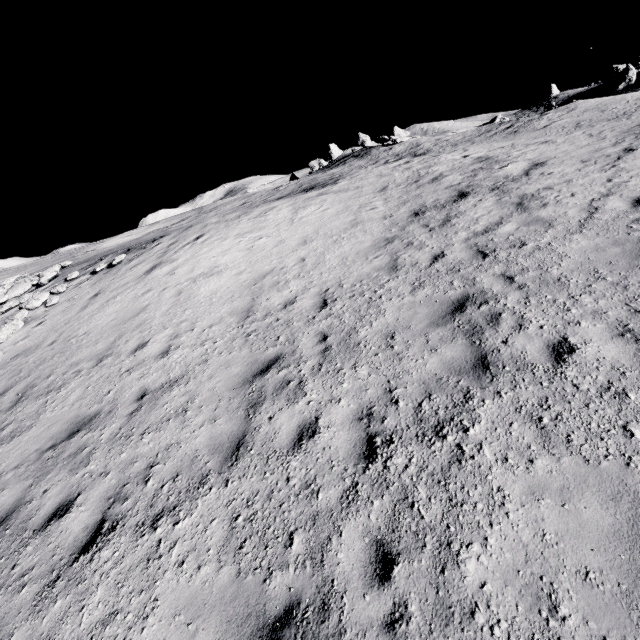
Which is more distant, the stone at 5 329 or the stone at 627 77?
the stone at 627 77

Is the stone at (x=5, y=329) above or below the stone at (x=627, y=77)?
below

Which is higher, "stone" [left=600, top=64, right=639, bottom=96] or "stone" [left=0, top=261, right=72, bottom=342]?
"stone" [left=600, top=64, right=639, bottom=96]

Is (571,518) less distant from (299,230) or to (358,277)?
(358,277)

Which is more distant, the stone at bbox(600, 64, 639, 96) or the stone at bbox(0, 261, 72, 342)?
the stone at bbox(600, 64, 639, 96)
